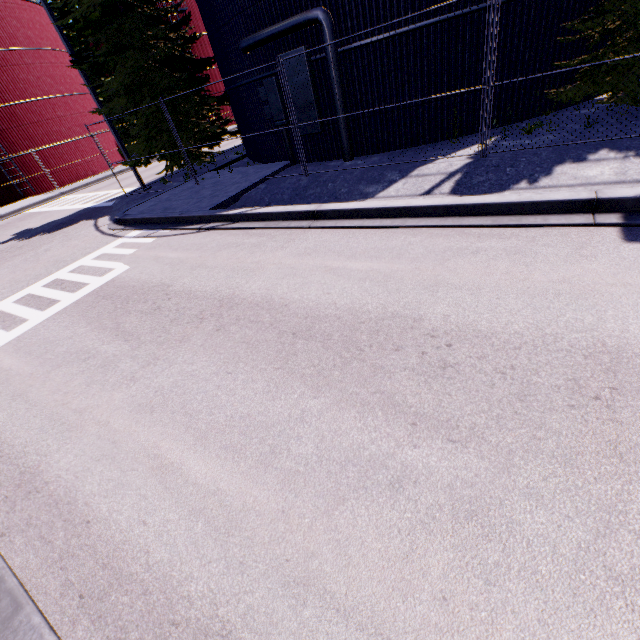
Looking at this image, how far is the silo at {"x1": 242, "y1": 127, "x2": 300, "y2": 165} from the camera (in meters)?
12.12

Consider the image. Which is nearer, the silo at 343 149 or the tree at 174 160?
the silo at 343 149

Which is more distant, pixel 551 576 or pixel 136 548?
pixel 136 548

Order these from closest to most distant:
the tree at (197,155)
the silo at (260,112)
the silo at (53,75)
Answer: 1. the silo at (260,112)
2. the tree at (197,155)
3. the silo at (53,75)

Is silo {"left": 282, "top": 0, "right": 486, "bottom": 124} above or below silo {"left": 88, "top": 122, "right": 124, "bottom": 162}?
below

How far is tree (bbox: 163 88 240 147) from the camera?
13.6 meters

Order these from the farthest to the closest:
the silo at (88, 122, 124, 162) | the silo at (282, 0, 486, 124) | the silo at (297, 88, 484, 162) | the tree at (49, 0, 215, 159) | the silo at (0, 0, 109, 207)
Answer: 1. the silo at (88, 122, 124, 162)
2. the silo at (0, 0, 109, 207)
3. the tree at (49, 0, 215, 159)
4. the silo at (297, 88, 484, 162)
5. the silo at (282, 0, 486, 124)

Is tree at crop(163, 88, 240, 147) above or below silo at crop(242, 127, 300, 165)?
above
